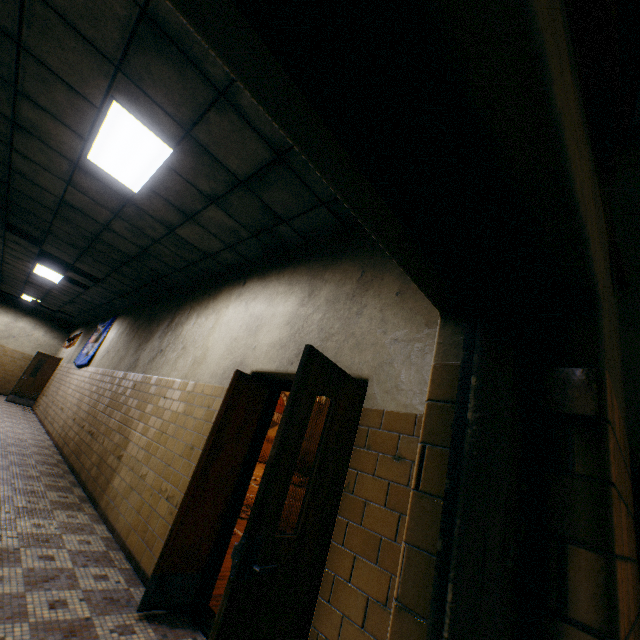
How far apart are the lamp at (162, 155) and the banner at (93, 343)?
7.2m

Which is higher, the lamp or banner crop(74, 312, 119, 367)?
the lamp

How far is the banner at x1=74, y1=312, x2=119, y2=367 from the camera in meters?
9.9

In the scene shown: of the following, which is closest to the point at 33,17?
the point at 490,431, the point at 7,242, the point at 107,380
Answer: the point at 490,431

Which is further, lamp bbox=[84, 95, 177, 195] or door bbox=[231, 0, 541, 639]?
lamp bbox=[84, 95, 177, 195]

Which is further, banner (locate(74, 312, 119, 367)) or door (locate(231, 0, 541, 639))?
banner (locate(74, 312, 119, 367))

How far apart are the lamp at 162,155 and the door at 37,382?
13.07m

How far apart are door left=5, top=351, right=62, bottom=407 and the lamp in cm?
1307
